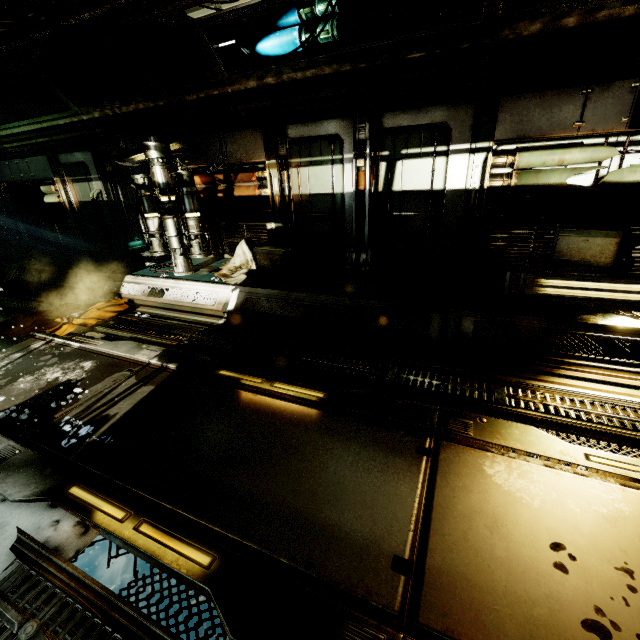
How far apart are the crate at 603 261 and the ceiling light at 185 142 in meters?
6.5

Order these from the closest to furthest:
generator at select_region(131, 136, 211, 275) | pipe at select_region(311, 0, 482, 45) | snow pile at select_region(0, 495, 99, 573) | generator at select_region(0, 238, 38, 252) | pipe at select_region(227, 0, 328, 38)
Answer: snow pile at select_region(0, 495, 99, 573) → pipe at select_region(311, 0, 482, 45) → pipe at select_region(227, 0, 328, 38) → generator at select_region(131, 136, 211, 275) → generator at select_region(0, 238, 38, 252)

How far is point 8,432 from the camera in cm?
313

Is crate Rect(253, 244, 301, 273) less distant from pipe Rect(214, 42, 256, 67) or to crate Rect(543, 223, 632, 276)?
pipe Rect(214, 42, 256, 67)

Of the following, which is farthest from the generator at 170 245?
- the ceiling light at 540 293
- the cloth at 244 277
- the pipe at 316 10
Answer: the ceiling light at 540 293

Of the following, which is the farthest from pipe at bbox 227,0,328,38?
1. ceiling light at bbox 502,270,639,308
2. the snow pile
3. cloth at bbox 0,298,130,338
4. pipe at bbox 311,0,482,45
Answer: the snow pile

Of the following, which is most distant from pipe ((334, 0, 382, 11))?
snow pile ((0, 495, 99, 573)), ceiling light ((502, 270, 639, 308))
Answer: snow pile ((0, 495, 99, 573))

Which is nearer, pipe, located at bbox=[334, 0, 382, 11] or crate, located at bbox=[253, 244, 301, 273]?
pipe, located at bbox=[334, 0, 382, 11]
